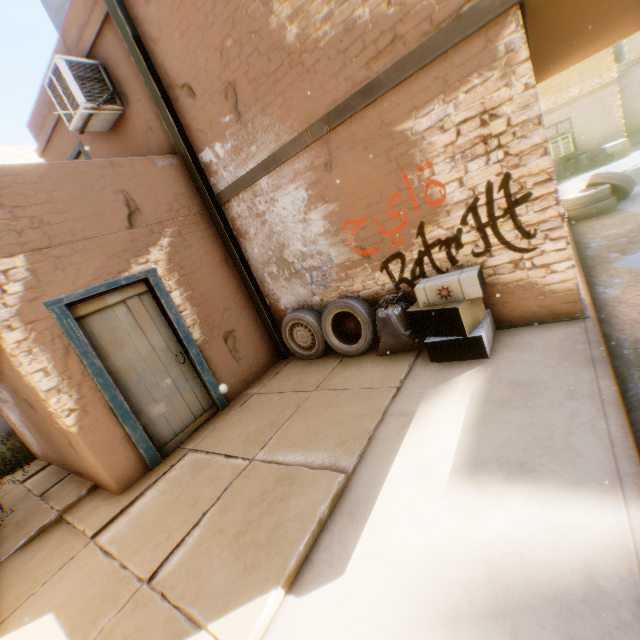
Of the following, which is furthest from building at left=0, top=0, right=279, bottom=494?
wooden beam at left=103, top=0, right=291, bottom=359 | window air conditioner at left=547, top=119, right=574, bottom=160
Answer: window air conditioner at left=547, top=119, right=574, bottom=160

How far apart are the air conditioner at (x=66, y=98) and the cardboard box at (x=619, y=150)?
17.8m

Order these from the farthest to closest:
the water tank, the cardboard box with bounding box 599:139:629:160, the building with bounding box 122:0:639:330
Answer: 1. the cardboard box with bounding box 599:139:629:160
2. the water tank
3. the building with bounding box 122:0:639:330

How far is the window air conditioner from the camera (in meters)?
14.30

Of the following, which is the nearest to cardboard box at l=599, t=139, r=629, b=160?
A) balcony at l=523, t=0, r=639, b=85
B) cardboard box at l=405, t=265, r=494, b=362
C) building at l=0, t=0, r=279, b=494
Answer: building at l=0, t=0, r=279, b=494

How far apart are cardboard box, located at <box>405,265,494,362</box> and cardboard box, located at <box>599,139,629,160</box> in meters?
15.7

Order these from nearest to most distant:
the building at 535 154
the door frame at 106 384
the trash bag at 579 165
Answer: the building at 535 154, the door frame at 106 384, the trash bag at 579 165

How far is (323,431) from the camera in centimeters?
360cm
